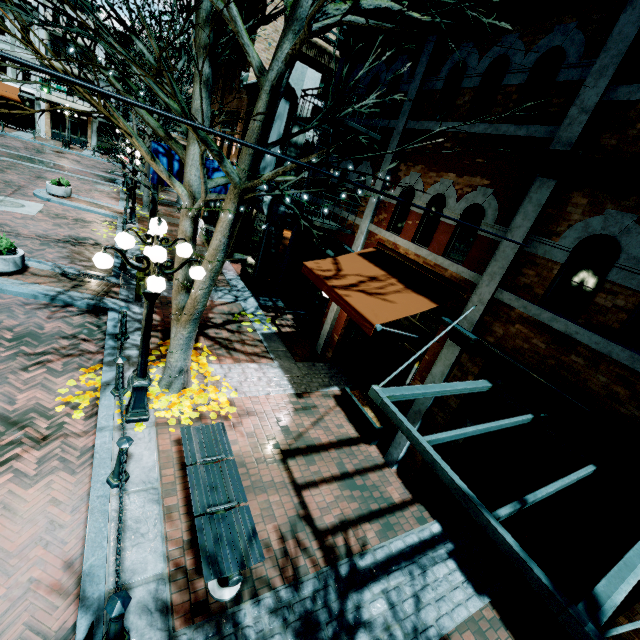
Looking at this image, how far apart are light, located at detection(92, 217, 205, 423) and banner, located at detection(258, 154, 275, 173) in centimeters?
656cm

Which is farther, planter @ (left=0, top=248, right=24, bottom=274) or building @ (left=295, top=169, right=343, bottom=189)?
building @ (left=295, top=169, right=343, bottom=189)

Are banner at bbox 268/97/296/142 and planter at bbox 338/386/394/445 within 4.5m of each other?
no

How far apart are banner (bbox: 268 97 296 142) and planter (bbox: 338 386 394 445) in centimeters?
744cm

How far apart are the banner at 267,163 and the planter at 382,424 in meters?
7.4 m

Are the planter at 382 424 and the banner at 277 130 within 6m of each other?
no

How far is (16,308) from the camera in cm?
781

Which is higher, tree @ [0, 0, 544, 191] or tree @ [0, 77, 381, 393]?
tree @ [0, 0, 544, 191]
